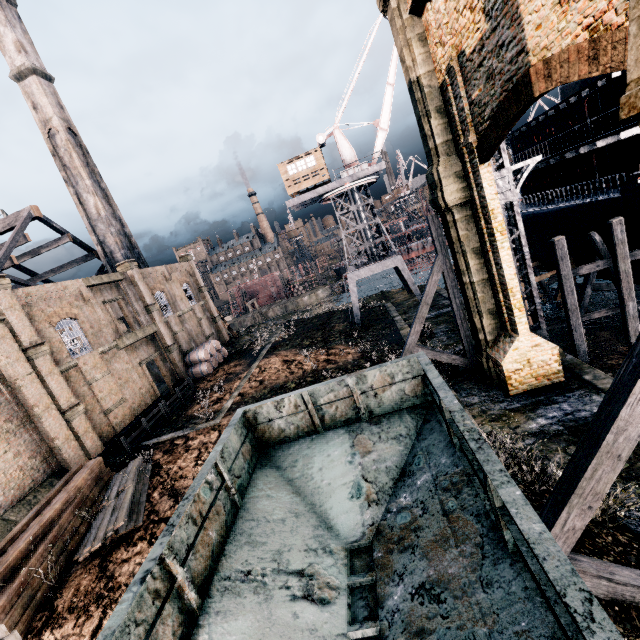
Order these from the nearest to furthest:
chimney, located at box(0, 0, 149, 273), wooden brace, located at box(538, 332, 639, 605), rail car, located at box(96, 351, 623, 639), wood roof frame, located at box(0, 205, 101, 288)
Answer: rail car, located at box(96, 351, 623, 639) → wooden brace, located at box(538, 332, 639, 605) → wood roof frame, located at box(0, 205, 101, 288) → chimney, located at box(0, 0, 149, 273)

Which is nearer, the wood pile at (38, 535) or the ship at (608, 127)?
the wood pile at (38, 535)

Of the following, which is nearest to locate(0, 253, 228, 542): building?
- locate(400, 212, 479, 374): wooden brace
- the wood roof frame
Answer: the wood roof frame

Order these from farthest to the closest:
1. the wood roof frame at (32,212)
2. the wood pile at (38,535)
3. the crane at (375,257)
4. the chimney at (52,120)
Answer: the chimney at (52,120) → the crane at (375,257) → the wood roof frame at (32,212) → the wood pile at (38,535)

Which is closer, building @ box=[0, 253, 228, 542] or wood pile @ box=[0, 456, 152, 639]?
wood pile @ box=[0, 456, 152, 639]

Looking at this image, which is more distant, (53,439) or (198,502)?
(53,439)

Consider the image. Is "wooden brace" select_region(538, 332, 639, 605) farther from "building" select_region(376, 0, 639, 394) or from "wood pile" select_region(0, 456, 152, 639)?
"building" select_region(376, 0, 639, 394)

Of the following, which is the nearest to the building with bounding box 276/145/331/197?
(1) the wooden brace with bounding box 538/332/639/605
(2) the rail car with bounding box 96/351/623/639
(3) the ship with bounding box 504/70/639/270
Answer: (3) the ship with bounding box 504/70/639/270
